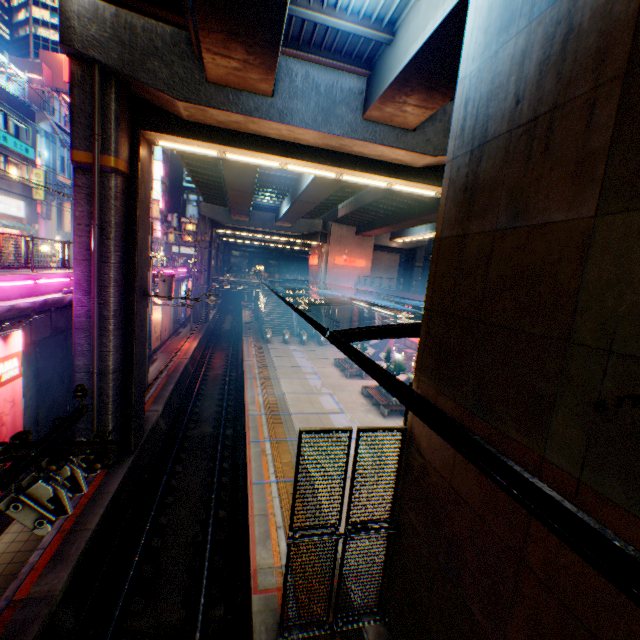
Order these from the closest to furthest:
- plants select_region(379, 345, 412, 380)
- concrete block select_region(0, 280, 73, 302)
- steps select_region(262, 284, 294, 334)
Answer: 1. concrete block select_region(0, 280, 73, 302)
2. plants select_region(379, 345, 412, 380)
3. steps select_region(262, 284, 294, 334)

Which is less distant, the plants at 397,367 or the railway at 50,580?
the railway at 50,580

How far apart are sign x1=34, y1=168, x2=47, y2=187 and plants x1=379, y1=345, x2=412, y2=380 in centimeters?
3093cm

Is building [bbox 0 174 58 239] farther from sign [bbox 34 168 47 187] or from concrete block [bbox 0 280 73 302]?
concrete block [bbox 0 280 73 302]

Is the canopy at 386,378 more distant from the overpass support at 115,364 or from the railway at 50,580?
the railway at 50,580

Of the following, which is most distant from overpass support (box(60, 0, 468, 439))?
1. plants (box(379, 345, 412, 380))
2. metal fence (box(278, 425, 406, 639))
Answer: plants (box(379, 345, 412, 380))

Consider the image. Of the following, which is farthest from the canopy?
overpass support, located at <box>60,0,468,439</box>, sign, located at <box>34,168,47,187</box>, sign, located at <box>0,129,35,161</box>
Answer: sign, located at <box>0,129,35,161</box>

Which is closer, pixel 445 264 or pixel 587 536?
pixel 587 536
